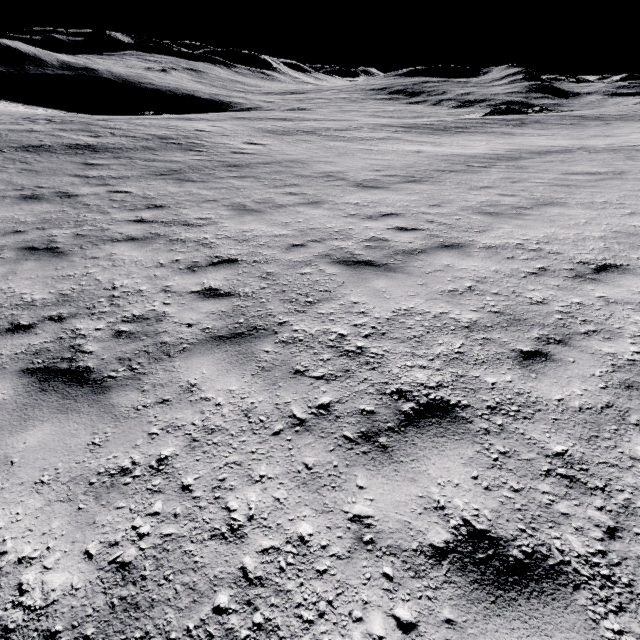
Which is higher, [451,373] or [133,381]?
[451,373]
